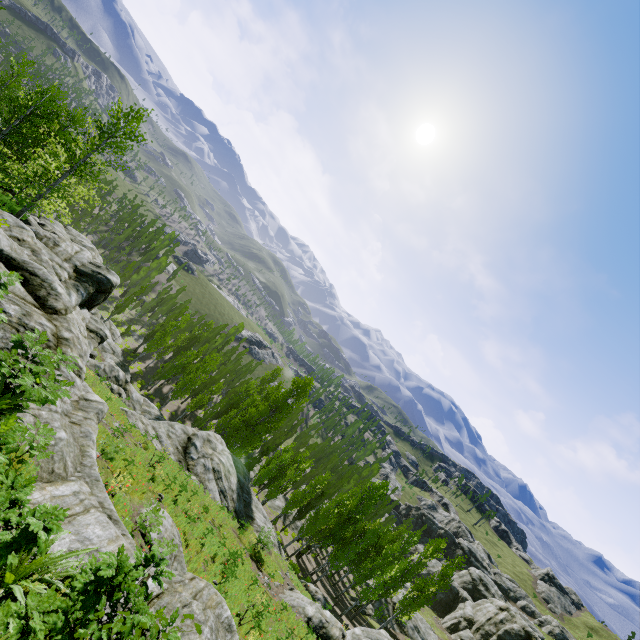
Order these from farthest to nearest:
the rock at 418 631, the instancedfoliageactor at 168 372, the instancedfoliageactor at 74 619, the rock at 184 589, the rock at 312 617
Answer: the rock at 418 631, the instancedfoliageactor at 168 372, the rock at 312 617, the rock at 184 589, the instancedfoliageactor at 74 619

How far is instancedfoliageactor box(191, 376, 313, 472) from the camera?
38.6 meters

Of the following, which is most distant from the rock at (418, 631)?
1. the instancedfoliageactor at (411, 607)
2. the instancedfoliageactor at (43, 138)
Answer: the instancedfoliageactor at (411, 607)

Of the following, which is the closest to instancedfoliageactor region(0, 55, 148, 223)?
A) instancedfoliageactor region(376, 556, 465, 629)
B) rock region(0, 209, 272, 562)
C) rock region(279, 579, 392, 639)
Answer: rock region(0, 209, 272, 562)

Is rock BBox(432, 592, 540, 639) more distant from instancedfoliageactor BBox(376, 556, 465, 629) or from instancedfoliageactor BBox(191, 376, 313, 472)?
instancedfoliageactor BBox(376, 556, 465, 629)

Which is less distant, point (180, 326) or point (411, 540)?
point (180, 326)

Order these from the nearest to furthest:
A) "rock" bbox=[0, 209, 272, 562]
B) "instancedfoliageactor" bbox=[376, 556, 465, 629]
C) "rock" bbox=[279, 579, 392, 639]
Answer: "rock" bbox=[0, 209, 272, 562] < "rock" bbox=[279, 579, 392, 639] < "instancedfoliageactor" bbox=[376, 556, 465, 629]
